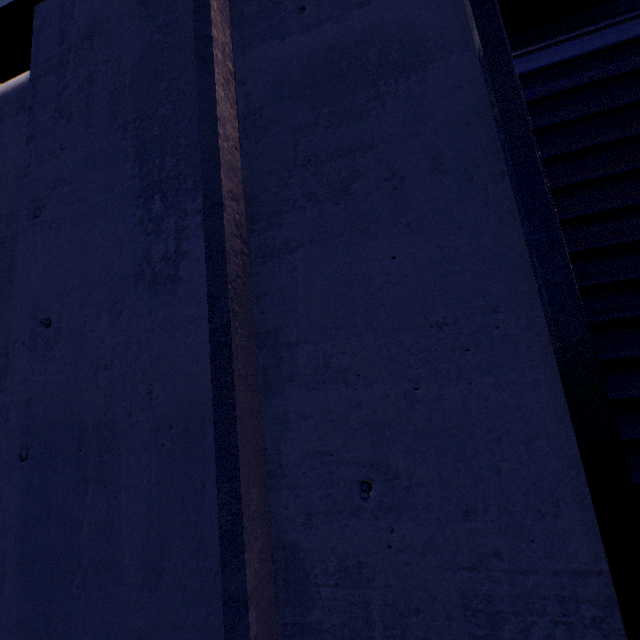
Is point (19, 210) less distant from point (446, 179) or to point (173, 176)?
point (173, 176)
